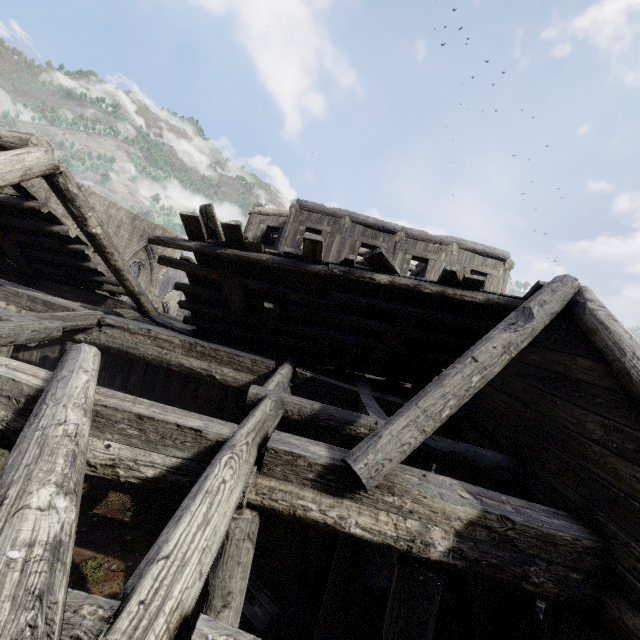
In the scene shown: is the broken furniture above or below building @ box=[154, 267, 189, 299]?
below

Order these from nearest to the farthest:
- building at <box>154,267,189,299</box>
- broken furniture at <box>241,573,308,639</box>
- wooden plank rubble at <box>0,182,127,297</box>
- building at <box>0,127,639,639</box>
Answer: building at <box>0,127,639,639</box> < broken furniture at <box>241,573,308,639</box> < wooden plank rubble at <box>0,182,127,297</box> < building at <box>154,267,189,299</box>

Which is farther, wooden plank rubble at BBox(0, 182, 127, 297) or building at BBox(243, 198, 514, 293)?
building at BBox(243, 198, 514, 293)

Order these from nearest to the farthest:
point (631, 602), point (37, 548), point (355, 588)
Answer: point (37, 548) < point (631, 602) < point (355, 588)

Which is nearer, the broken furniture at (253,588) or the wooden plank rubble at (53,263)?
the broken furniture at (253,588)

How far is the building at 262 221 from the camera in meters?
12.7 m

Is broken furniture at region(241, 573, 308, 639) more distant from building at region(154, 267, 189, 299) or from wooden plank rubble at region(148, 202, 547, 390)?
building at region(154, 267, 189, 299)

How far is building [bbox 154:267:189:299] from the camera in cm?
5381
